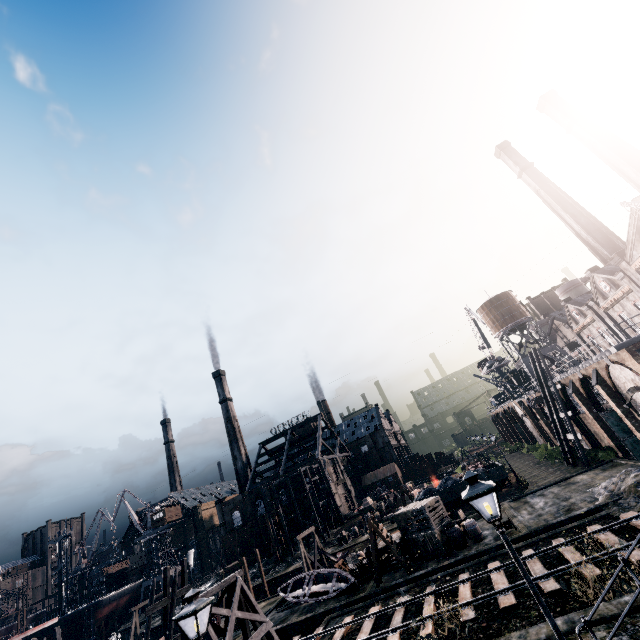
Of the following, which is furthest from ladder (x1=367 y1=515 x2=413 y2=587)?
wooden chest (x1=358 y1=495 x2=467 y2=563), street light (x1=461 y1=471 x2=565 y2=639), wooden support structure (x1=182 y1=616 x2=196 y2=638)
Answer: street light (x1=461 y1=471 x2=565 y2=639)

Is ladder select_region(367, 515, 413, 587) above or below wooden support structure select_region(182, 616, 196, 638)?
below

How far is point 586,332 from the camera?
51.3m

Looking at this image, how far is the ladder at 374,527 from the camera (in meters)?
23.62

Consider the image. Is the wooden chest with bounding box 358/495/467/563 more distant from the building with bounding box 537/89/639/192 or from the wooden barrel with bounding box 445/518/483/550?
the building with bounding box 537/89/639/192

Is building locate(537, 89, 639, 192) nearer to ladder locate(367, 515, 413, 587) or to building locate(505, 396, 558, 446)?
building locate(505, 396, 558, 446)

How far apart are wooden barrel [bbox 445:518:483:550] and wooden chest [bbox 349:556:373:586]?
6.8 meters

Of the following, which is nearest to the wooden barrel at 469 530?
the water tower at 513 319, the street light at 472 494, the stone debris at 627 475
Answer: the stone debris at 627 475
